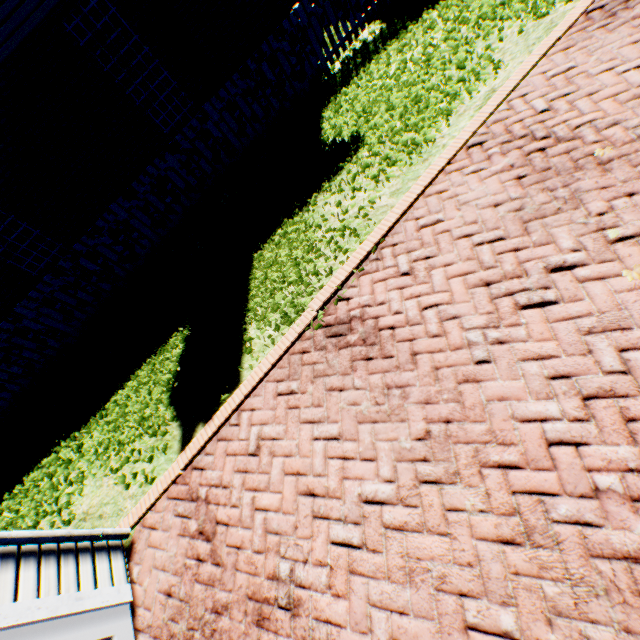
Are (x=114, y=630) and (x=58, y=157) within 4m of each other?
no

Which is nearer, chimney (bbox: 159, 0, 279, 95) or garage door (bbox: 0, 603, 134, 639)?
garage door (bbox: 0, 603, 134, 639)

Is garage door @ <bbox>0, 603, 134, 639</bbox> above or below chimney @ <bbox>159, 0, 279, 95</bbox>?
Answer: below

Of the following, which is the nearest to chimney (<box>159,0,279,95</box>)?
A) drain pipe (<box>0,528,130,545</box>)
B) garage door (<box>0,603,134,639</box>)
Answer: drain pipe (<box>0,528,130,545</box>)

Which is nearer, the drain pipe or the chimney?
the drain pipe

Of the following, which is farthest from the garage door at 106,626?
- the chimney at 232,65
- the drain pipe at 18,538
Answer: the chimney at 232,65
